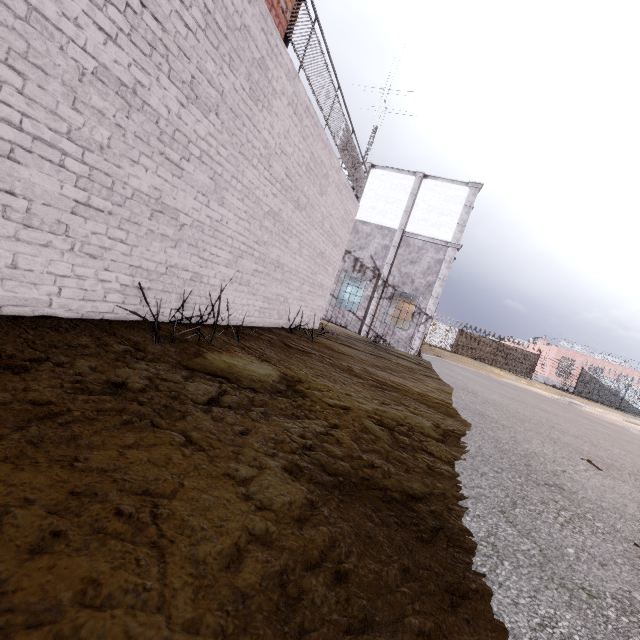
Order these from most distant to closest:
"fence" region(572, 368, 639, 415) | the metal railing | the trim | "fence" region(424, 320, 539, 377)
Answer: "fence" region(424, 320, 539, 377)
"fence" region(572, 368, 639, 415)
the trim
the metal railing

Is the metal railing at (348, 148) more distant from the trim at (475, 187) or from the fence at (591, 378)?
the trim at (475, 187)

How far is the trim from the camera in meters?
16.7

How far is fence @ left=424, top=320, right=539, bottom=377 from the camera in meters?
34.5

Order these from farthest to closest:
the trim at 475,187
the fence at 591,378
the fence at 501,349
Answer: the fence at 501,349 < the fence at 591,378 < the trim at 475,187

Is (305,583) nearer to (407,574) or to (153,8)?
(407,574)

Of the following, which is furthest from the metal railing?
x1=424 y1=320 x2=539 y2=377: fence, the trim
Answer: the trim
